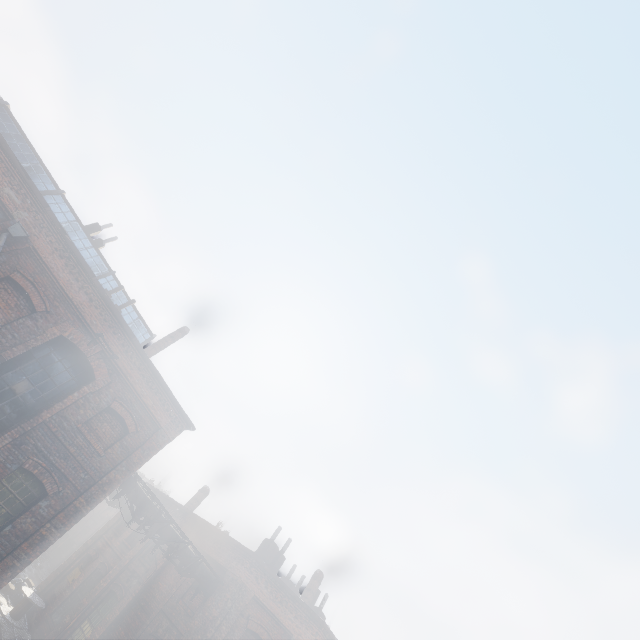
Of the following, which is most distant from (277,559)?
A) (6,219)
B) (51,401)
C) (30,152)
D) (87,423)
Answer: (30,152)

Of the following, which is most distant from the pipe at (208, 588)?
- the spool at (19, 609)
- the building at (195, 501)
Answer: the spool at (19, 609)

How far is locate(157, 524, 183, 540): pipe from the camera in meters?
13.2 m

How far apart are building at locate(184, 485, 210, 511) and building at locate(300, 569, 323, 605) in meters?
9.0

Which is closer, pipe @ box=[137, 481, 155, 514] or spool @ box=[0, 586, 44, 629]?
pipe @ box=[137, 481, 155, 514]

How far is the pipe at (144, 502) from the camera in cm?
1262

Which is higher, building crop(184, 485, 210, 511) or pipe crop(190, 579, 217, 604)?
building crop(184, 485, 210, 511)

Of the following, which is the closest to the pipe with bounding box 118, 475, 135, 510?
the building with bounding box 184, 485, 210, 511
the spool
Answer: the building with bounding box 184, 485, 210, 511
